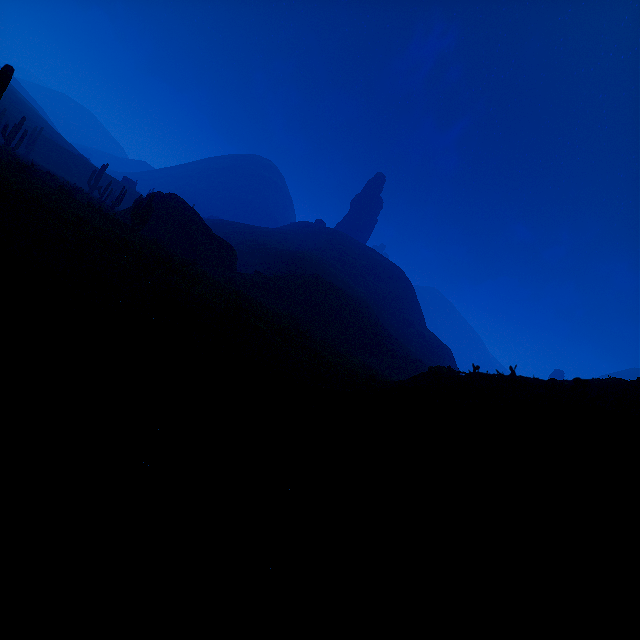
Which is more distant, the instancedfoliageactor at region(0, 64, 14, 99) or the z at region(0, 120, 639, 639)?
the instancedfoliageactor at region(0, 64, 14, 99)

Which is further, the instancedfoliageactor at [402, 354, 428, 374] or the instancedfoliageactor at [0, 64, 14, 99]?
the instancedfoliageactor at [402, 354, 428, 374]

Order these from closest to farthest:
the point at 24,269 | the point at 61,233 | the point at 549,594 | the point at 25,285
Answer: the point at 549,594
the point at 25,285
the point at 24,269
the point at 61,233

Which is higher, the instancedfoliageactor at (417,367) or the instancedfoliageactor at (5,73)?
the instancedfoliageactor at (5,73)

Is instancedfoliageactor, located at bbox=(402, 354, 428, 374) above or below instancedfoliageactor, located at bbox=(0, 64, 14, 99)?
below

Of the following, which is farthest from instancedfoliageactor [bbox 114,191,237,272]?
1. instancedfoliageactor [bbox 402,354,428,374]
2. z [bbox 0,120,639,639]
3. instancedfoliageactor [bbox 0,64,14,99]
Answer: instancedfoliageactor [bbox 0,64,14,99]

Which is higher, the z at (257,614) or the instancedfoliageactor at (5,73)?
the instancedfoliageactor at (5,73)

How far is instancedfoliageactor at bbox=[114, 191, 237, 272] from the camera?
21.94m
